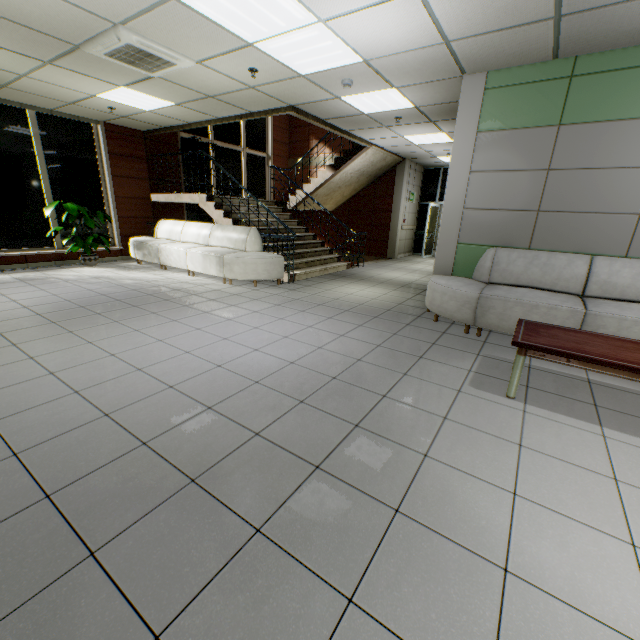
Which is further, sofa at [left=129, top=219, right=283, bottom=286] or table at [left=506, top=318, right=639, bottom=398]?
sofa at [left=129, top=219, right=283, bottom=286]

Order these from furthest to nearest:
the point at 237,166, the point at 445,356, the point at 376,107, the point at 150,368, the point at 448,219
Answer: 1. the point at 237,166
2. the point at 376,107
3. the point at 448,219
4. the point at 445,356
5. the point at 150,368

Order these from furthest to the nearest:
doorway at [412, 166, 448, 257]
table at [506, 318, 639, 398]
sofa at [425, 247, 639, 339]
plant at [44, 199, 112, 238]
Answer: doorway at [412, 166, 448, 257] < plant at [44, 199, 112, 238] < sofa at [425, 247, 639, 339] < table at [506, 318, 639, 398]

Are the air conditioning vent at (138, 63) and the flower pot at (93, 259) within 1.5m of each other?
no

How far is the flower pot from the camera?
7.4m

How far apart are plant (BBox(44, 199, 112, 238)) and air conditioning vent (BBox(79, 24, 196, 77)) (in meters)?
3.59

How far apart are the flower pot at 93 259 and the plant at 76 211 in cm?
67

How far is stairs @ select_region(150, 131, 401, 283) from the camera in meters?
7.3
